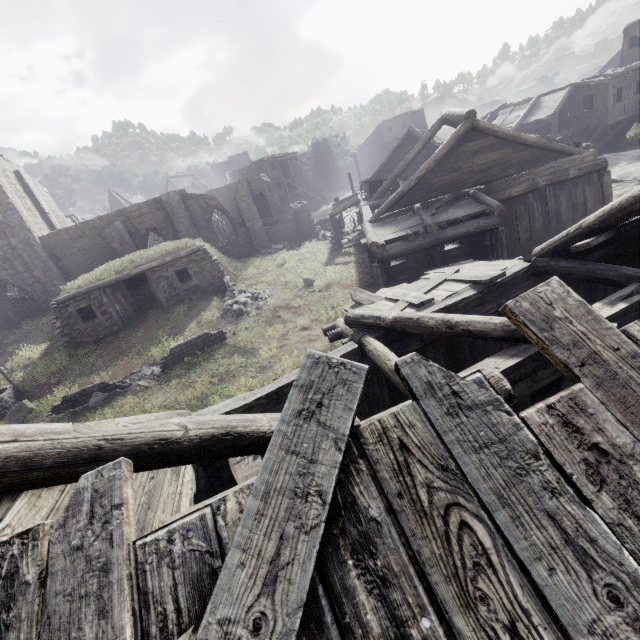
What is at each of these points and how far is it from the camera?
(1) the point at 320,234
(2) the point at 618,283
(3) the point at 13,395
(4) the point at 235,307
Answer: Result:
(1) rubble, 30.3 meters
(2) building, 6.1 meters
(3) well, 15.0 meters
(4) rubble, 16.9 meters

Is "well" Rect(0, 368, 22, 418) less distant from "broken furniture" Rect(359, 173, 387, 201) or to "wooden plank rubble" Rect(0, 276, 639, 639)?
"wooden plank rubble" Rect(0, 276, 639, 639)

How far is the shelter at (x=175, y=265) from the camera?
17.34m

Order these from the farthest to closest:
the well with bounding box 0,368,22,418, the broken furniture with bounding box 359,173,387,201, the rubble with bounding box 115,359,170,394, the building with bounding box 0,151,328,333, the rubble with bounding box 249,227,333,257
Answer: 1. the rubble with bounding box 249,227,333,257
2. the building with bounding box 0,151,328,333
3. the broken furniture with bounding box 359,173,387,201
4. the well with bounding box 0,368,22,418
5. the rubble with bounding box 115,359,170,394

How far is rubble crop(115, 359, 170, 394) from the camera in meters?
13.8 m

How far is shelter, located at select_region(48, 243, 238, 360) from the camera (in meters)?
17.34

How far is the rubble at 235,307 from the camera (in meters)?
16.70

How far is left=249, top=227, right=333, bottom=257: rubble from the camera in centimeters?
2720cm
